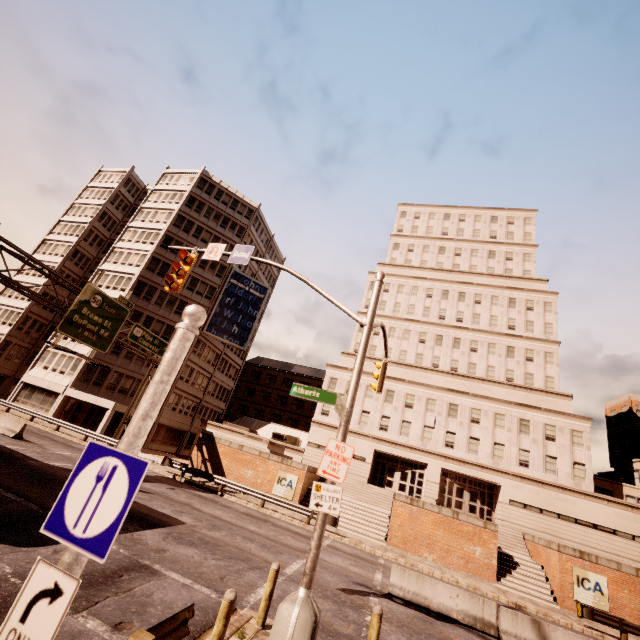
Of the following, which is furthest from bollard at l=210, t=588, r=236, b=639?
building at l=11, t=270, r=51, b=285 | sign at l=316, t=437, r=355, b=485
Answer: building at l=11, t=270, r=51, b=285

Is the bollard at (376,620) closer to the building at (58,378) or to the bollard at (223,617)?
the bollard at (223,617)

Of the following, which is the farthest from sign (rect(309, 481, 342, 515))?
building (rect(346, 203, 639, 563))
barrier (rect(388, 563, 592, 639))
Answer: building (rect(346, 203, 639, 563))

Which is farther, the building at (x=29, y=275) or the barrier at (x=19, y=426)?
the building at (x=29, y=275)

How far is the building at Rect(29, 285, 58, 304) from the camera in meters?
43.2 m

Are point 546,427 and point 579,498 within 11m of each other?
yes

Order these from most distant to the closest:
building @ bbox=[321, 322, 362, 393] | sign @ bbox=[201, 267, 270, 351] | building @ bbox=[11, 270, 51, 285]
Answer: sign @ bbox=[201, 267, 270, 351] < building @ bbox=[11, 270, 51, 285] < building @ bbox=[321, 322, 362, 393]

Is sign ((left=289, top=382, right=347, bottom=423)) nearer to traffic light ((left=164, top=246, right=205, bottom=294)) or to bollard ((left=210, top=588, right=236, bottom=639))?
traffic light ((left=164, top=246, right=205, bottom=294))
